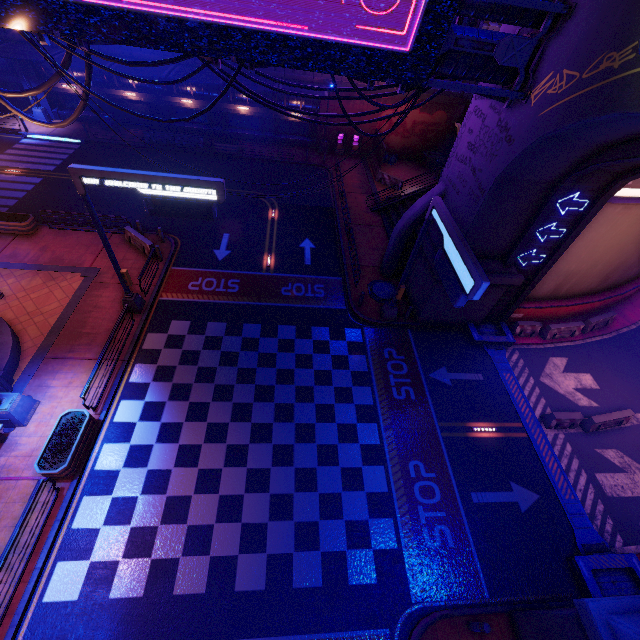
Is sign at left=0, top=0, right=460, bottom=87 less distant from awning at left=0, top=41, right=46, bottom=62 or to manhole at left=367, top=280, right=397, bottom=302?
manhole at left=367, top=280, right=397, bottom=302

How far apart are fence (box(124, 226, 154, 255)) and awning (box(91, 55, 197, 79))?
13.93m

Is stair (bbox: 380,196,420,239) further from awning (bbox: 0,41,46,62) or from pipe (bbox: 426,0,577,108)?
awning (bbox: 0,41,46,62)

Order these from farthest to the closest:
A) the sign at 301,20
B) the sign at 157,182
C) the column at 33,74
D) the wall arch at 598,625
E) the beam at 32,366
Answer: the column at 33,74
the beam at 32,366
the sign at 157,182
the sign at 301,20
the wall arch at 598,625

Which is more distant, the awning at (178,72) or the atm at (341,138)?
the atm at (341,138)

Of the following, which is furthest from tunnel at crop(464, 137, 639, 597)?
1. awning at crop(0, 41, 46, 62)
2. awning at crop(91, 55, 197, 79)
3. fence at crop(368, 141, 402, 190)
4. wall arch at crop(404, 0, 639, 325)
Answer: awning at crop(0, 41, 46, 62)

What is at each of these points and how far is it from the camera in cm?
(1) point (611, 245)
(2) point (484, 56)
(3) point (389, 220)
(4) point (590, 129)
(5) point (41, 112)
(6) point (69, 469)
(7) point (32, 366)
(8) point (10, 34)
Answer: (1) tunnel, 1664
(2) pipe, 1062
(3) stair, 2531
(4) wall arch, 959
(5) street light, 2914
(6) plant holder, 1100
(7) beam, 1382
(8) fence, 2580

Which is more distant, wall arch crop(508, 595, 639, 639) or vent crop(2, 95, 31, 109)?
vent crop(2, 95, 31, 109)
